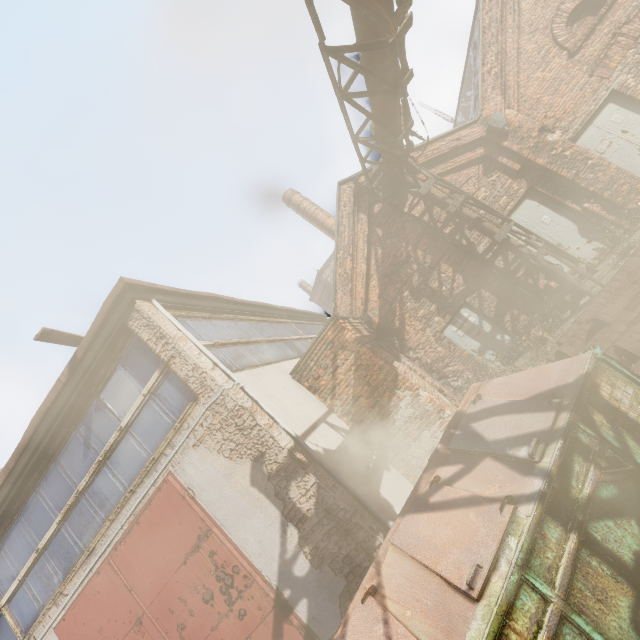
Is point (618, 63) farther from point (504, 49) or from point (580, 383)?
point (580, 383)

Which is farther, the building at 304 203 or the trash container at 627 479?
the building at 304 203

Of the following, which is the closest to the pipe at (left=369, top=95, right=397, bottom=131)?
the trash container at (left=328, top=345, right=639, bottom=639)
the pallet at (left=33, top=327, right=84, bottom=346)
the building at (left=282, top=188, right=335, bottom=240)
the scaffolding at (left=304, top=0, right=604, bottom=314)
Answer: the scaffolding at (left=304, top=0, right=604, bottom=314)

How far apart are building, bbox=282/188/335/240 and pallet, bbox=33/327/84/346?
13.3 meters

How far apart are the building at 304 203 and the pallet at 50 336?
13.3 meters

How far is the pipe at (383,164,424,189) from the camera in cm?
895
